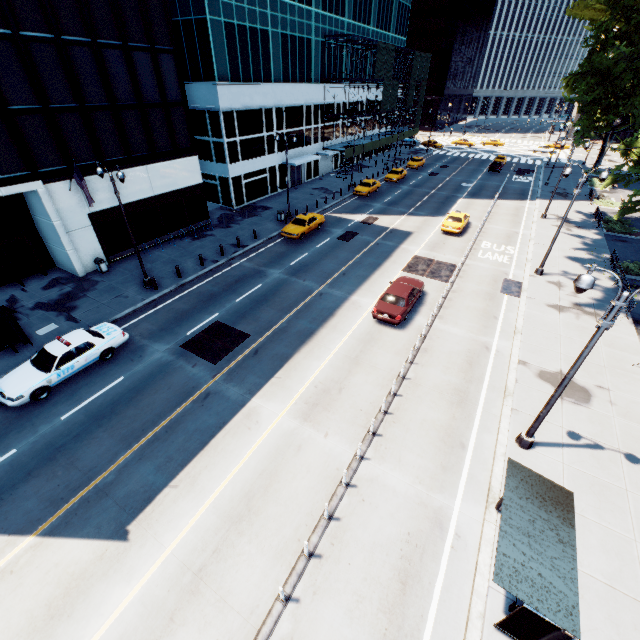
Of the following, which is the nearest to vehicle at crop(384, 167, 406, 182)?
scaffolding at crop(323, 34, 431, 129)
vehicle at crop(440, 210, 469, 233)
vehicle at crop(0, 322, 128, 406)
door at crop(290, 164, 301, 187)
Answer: scaffolding at crop(323, 34, 431, 129)

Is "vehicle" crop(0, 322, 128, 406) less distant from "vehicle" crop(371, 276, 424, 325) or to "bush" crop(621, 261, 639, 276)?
"vehicle" crop(371, 276, 424, 325)

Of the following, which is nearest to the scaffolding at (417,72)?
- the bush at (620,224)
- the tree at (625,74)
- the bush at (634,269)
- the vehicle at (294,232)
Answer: the vehicle at (294,232)

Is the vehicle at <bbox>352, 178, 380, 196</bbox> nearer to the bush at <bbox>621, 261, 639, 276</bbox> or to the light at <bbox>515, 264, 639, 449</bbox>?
the light at <bbox>515, 264, 639, 449</bbox>

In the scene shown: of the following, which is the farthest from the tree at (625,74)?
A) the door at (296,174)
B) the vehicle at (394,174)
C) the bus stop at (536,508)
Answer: the door at (296,174)

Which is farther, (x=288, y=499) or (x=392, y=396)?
(x=392, y=396)

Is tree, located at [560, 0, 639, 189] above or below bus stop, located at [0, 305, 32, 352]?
above

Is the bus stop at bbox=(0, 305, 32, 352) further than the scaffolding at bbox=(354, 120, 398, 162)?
No
